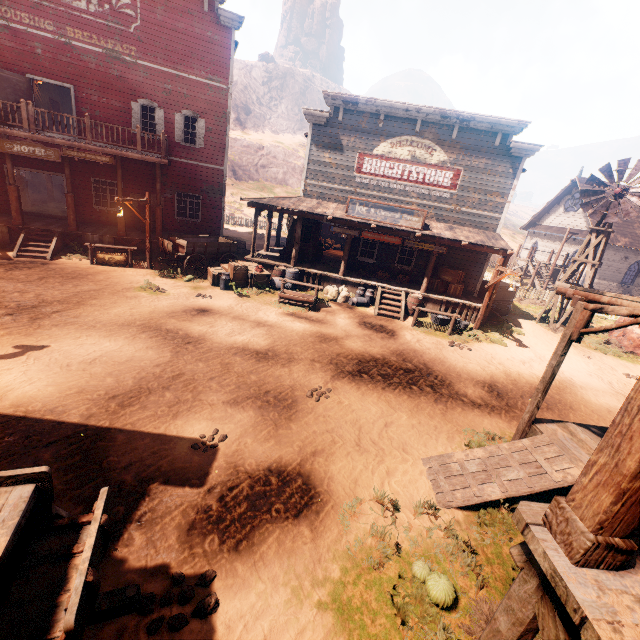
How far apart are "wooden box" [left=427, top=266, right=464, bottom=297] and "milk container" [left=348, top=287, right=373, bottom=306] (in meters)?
2.89

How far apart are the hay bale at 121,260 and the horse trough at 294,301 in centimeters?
723cm

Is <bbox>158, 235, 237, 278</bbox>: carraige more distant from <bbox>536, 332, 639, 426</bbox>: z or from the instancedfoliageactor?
the instancedfoliageactor

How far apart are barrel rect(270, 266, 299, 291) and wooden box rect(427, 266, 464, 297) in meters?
6.4

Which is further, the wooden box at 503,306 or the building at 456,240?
the wooden box at 503,306

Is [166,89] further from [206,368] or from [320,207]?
[206,368]

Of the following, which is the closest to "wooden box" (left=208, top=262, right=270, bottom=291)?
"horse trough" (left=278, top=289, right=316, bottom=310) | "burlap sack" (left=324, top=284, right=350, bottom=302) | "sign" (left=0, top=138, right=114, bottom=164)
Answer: "horse trough" (left=278, top=289, right=316, bottom=310)

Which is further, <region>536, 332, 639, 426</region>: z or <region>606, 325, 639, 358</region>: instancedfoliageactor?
<region>606, 325, 639, 358</region>: instancedfoliageactor
